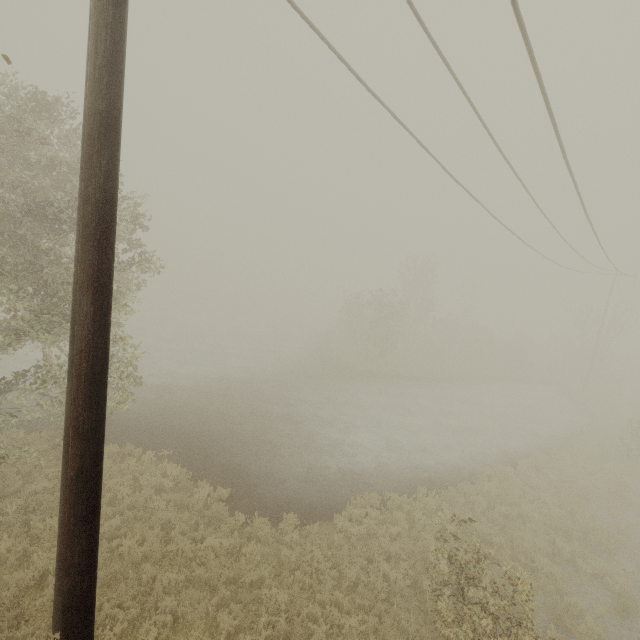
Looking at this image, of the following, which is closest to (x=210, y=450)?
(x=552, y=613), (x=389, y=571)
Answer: (x=389, y=571)
